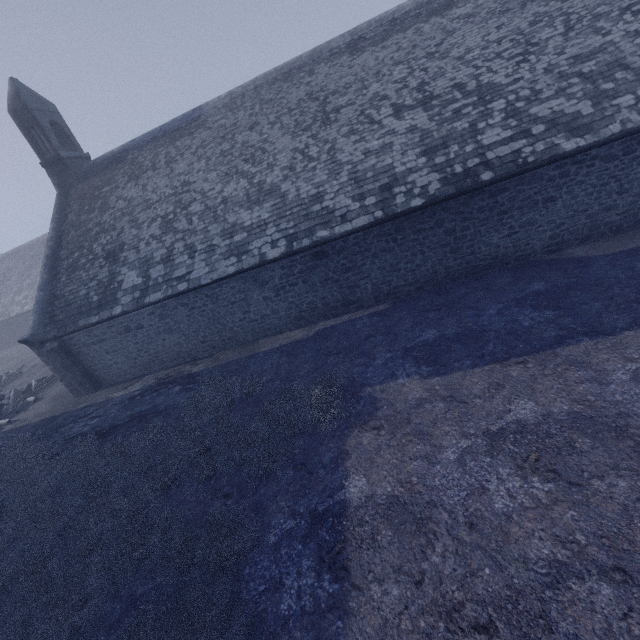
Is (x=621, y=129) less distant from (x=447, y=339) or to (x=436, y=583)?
(x=447, y=339)
